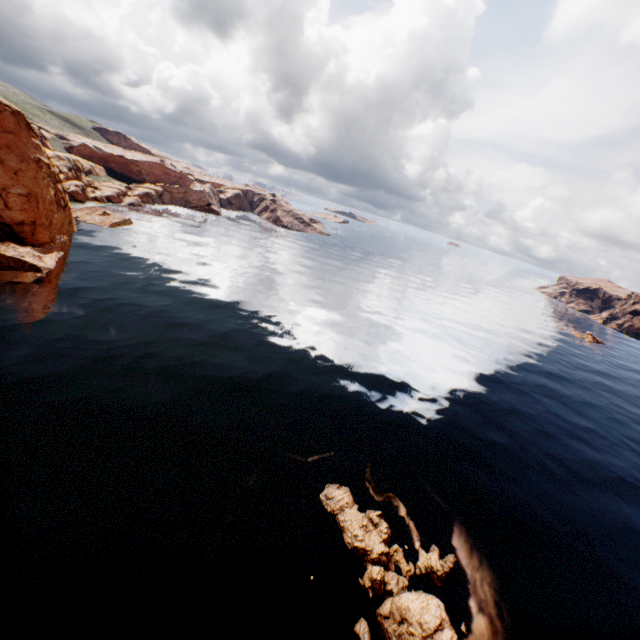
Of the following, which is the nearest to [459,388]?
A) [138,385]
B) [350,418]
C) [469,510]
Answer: [350,418]

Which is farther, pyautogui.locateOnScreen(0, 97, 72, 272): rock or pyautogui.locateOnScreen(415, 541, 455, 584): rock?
pyautogui.locateOnScreen(0, 97, 72, 272): rock

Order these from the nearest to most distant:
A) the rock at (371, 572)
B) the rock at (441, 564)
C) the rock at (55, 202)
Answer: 1. the rock at (371, 572)
2. the rock at (441, 564)
3. the rock at (55, 202)

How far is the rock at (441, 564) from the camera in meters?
20.1 m

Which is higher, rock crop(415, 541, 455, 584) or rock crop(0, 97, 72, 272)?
rock crop(0, 97, 72, 272)

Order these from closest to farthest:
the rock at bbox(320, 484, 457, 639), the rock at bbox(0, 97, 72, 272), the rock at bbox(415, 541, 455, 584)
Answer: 1. the rock at bbox(320, 484, 457, 639)
2. the rock at bbox(415, 541, 455, 584)
3. the rock at bbox(0, 97, 72, 272)

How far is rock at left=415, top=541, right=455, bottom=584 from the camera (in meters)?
20.11
